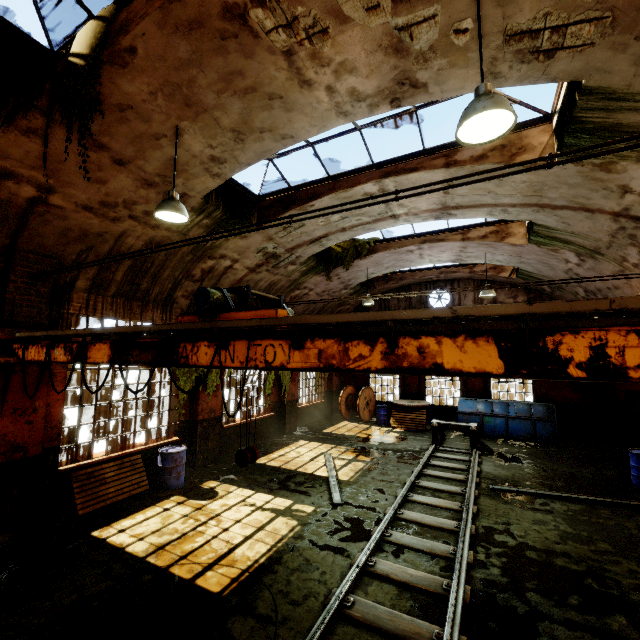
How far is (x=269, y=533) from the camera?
6.4 meters

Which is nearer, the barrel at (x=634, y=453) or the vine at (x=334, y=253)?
the barrel at (x=634, y=453)

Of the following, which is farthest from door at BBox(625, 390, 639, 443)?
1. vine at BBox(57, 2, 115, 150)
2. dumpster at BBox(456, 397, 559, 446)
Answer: vine at BBox(57, 2, 115, 150)

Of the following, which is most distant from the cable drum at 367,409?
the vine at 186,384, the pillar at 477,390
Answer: the vine at 186,384

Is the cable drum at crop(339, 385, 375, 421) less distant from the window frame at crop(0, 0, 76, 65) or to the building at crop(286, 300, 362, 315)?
the building at crop(286, 300, 362, 315)

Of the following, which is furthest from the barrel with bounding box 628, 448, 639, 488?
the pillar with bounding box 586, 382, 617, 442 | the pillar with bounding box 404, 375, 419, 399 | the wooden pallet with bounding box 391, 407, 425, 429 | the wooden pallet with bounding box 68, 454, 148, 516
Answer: the wooden pallet with bounding box 68, 454, 148, 516

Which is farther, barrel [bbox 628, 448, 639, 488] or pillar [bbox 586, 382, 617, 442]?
pillar [bbox 586, 382, 617, 442]
